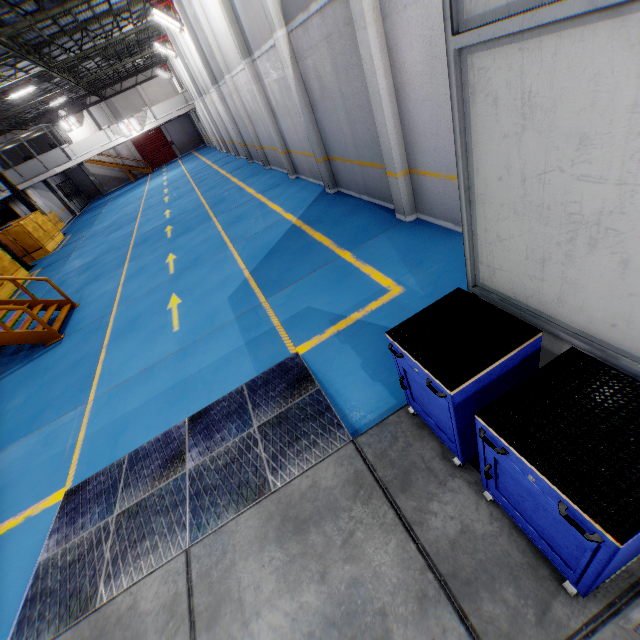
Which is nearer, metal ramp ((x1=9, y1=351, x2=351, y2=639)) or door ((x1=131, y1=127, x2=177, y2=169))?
metal ramp ((x1=9, y1=351, x2=351, y2=639))

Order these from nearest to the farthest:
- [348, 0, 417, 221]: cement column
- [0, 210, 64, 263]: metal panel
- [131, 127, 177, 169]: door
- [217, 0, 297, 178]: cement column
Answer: [348, 0, 417, 221]: cement column
[217, 0, 297, 178]: cement column
[0, 210, 64, 263]: metal panel
[131, 127, 177, 169]: door

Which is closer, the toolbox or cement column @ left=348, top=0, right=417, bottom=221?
the toolbox

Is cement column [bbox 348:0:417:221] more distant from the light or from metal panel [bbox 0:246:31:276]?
the light

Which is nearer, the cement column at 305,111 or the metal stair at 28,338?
the cement column at 305,111

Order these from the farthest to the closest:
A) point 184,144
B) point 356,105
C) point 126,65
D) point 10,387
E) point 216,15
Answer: point 184,144 → point 126,65 → point 216,15 → point 10,387 → point 356,105

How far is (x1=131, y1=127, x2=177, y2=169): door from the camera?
39.3m

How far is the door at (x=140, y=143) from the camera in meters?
39.3
